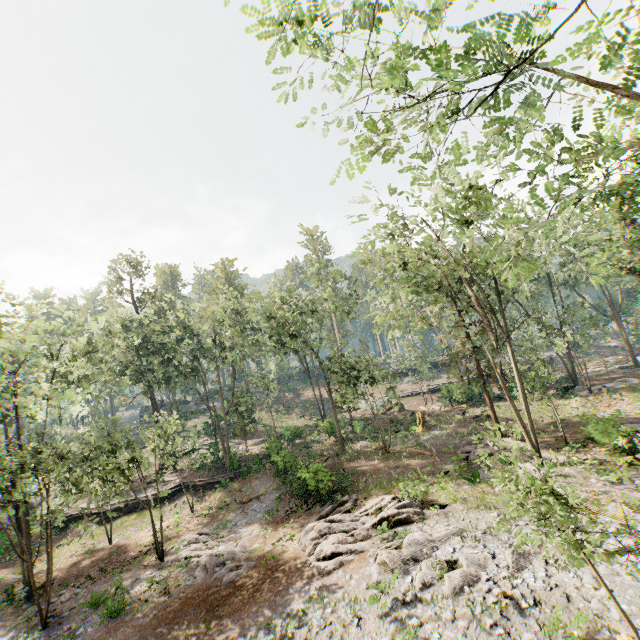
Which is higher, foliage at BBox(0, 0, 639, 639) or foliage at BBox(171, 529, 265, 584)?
foliage at BBox(0, 0, 639, 639)

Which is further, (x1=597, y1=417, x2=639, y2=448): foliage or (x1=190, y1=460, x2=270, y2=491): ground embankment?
(x1=190, y1=460, x2=270, y2=491): ground embankment

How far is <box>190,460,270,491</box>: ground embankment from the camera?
30.41m

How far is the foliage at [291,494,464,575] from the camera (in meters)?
15.02

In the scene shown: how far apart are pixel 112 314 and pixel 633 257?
47.99m

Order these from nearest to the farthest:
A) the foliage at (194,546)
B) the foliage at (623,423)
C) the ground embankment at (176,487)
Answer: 1. the foliage at (623,423)
2. the foliage at (194,546)
3. the ground embankment at (176,487)

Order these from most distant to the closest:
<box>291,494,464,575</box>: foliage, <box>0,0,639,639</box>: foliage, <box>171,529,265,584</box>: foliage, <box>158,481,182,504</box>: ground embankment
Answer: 1. <box>158,481,182,504</box>: ground embankment
2. <box>171,529,265,584</box>: foliage
3. <box>291,494,464,575</box>: foliage
4. <box>0,0,639,639</box>: foliage

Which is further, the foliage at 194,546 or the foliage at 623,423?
the foliage at 194,546
